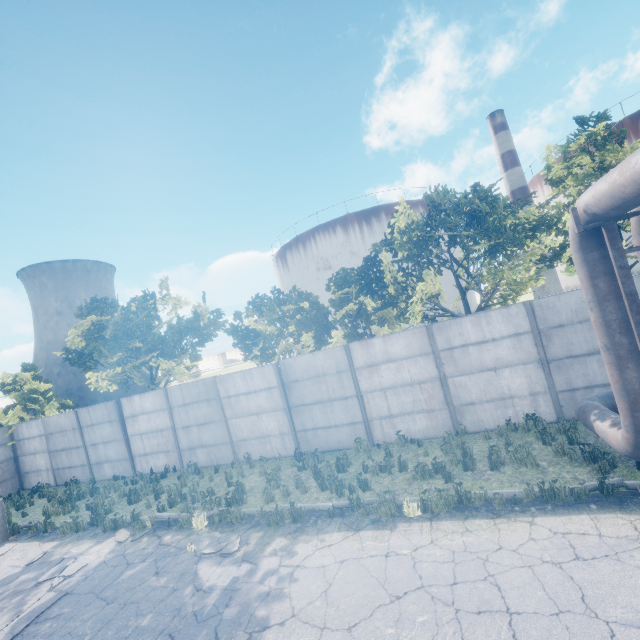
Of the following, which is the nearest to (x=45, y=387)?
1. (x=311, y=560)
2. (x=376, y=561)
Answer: (x=311, y=560)

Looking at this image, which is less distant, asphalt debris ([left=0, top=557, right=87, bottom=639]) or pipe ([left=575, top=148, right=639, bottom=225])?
pipe ([left=575, top=148, right=639, bottom=225])

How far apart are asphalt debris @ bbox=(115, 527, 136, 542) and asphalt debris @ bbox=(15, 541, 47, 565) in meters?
2.1

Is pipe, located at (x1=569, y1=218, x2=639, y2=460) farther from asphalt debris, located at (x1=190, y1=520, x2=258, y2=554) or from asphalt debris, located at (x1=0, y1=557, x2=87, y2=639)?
asphalt debris, located at (x1=0, y1=557, x2=87, y2=639)

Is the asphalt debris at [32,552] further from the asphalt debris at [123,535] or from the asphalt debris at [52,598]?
the asphalt debris at [123,535]

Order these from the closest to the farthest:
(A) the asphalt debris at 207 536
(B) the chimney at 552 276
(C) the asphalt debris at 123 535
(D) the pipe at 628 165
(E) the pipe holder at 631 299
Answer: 1. (D) the pipe at 628 165
2. (E) the pipe holder at 631 299
3. (A) the asphalt debris at 207 536
4. (C) the asphalt debris at 123 535
5. (B) the chimney at 552 276

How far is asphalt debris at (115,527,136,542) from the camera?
9.06m

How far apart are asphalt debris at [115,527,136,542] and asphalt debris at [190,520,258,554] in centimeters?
191cm
